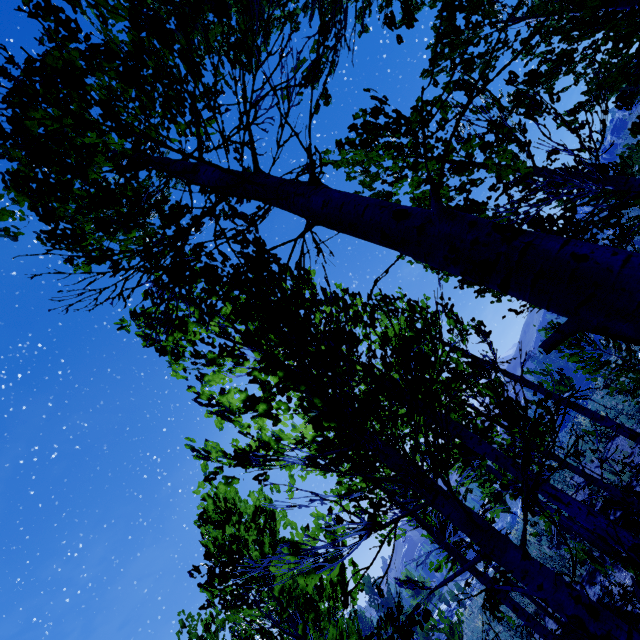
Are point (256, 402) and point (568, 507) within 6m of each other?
yes
